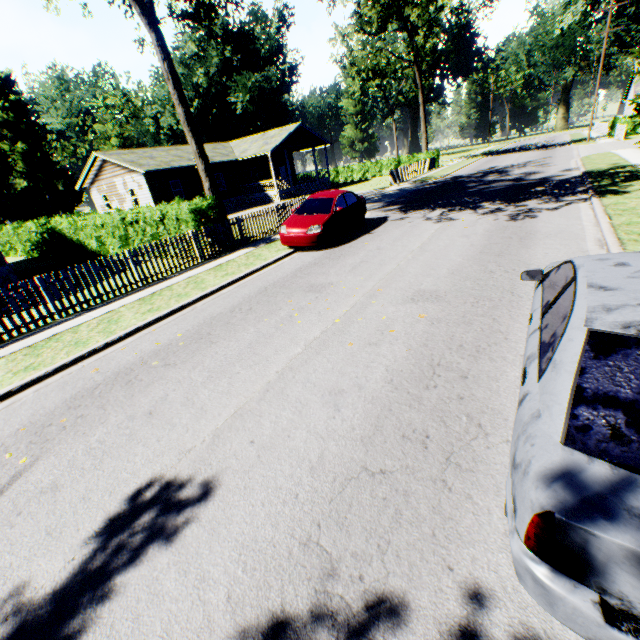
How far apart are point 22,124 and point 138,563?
70.9m

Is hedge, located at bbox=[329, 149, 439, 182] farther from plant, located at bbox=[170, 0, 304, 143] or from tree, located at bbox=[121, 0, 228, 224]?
tree, located at bbox=[121, 0, 228, 224]

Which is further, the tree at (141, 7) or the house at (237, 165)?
the house at (237, 165)

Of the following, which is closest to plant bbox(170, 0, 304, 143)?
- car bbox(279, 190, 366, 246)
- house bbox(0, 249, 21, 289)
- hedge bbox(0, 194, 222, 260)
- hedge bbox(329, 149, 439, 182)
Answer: car bbox(279, 190, 366, 246)

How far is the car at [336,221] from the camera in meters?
11.2 m

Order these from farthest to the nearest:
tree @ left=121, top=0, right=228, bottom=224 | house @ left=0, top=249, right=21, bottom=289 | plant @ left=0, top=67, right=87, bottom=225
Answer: plant @ left=0, top=67, right=87, bottom=225, house @ left=0, top=249, right=21, bottom=289, tree @ left=121, top=0, right=228, bottom=224

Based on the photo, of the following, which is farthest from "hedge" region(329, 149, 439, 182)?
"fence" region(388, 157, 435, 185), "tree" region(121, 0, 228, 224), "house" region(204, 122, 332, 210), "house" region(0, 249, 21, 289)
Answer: "house" region(0, 249, 21, 289)

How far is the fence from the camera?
27.0 meters
